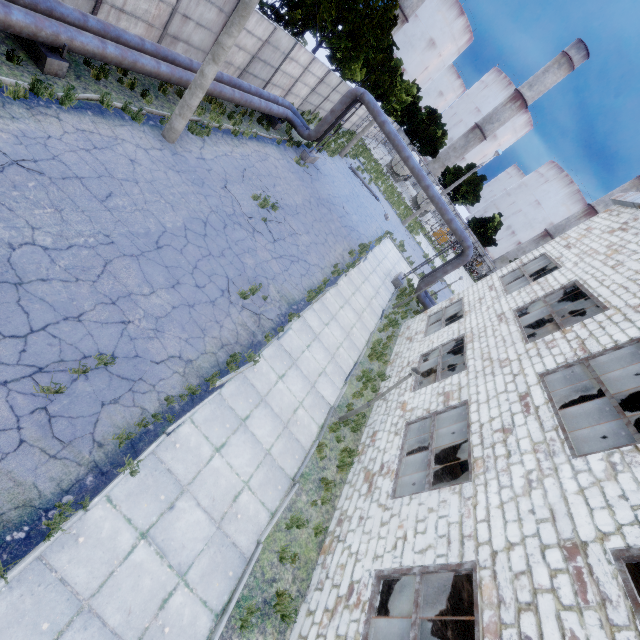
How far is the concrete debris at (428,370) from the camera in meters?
16.9 m

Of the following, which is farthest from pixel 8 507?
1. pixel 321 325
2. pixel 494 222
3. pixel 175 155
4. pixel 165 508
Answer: pixel 494 222

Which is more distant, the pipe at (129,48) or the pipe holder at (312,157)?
the pipe holder at (312,157)

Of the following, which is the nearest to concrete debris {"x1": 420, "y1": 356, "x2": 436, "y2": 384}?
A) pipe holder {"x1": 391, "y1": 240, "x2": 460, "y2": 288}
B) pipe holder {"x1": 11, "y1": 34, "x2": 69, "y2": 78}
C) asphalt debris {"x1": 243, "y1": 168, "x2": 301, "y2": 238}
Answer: pipe holder {"x1": 391, "y1": 240, "x2": 460, "y2": 288}

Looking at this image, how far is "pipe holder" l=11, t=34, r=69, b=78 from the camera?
8.6m

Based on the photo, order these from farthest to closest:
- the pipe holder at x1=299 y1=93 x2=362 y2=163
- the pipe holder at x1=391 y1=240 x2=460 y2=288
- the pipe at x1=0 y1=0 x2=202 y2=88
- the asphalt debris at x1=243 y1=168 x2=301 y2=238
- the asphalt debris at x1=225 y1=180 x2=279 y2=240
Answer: the pipe holder at x1=391 y1=240 x2=460 y2=288, the pipe holder at x1=299 y1=93 x2=362 y2=163, the asphalt debris at x1=243 y1=168 x2=301 y2=238, the asphalt debris at x1=225 y1=180 x2=279 y2=240, the pipe at x1=0 y1=0 x2=202 y2=88

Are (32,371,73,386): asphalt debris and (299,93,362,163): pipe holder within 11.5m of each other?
no

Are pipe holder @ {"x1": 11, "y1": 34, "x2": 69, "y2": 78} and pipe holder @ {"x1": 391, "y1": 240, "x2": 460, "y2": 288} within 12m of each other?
no
